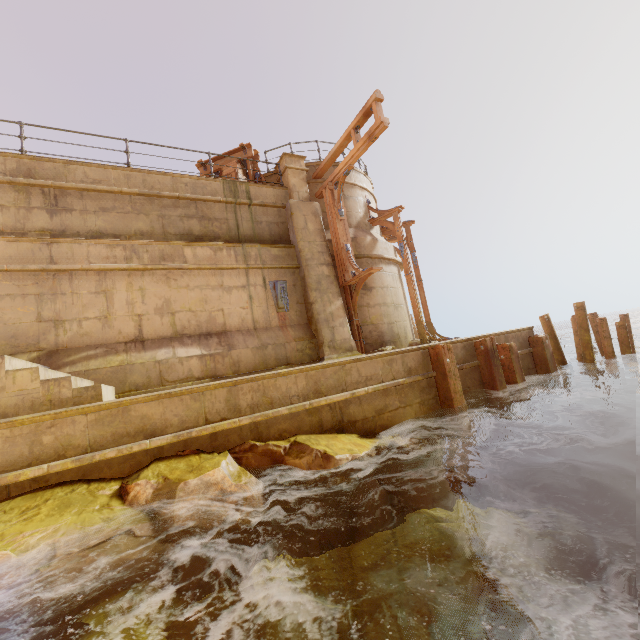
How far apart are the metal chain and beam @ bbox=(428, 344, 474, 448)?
3.8 meters

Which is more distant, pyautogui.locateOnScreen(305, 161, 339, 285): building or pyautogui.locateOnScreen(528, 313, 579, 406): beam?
pyautogui.locateOnScreen(305, 161, 339, 285): building

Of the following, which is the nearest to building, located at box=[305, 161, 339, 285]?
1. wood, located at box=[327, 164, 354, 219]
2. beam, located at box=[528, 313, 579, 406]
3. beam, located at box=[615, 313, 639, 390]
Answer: beam, located at box=[528, 313, 579, 406]

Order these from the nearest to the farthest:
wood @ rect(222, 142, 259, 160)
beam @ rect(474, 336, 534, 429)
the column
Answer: beam @ rect(474, 336, 534, 429), the column, wood @ rect(222, 142, 259, 160)

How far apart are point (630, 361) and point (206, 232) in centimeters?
1315cm

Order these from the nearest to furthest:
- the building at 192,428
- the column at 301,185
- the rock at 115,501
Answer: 1. the rock at 115,501
2. the building at 192,428
3. the column at 301,185

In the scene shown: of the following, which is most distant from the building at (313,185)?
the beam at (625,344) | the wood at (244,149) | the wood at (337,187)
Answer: the beam at (625,344)

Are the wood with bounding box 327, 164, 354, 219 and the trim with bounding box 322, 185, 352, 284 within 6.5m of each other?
yes
